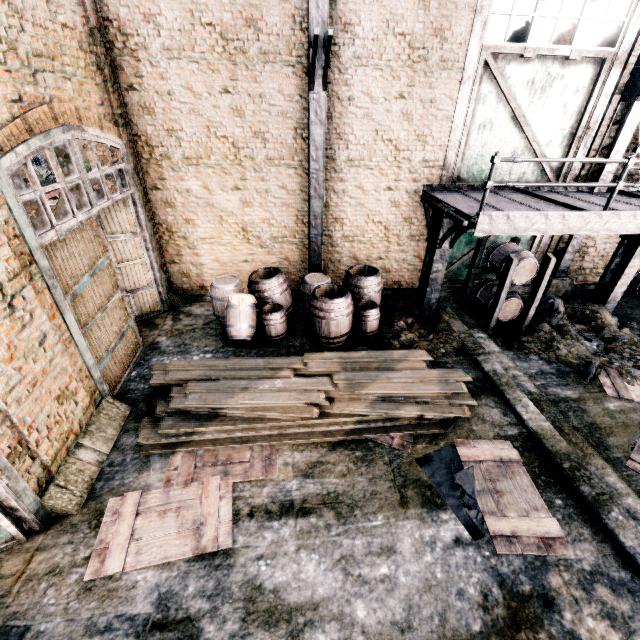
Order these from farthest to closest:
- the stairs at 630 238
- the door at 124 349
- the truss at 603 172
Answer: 1. the truss at 603 172
2. the stairs at 630 238
3. the door at 124 349

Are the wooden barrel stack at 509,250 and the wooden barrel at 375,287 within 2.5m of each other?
no

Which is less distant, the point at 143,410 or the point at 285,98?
the point at 143,410

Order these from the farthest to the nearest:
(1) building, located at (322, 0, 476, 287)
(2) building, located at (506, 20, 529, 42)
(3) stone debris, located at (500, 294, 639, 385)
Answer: (2) building, located at (506, 20, 529, 42) → (3) stone debris, located at (500, 294, 639, 385) → (1) building, located at (322, 0, 476, 287)

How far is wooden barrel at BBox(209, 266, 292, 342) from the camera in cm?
850

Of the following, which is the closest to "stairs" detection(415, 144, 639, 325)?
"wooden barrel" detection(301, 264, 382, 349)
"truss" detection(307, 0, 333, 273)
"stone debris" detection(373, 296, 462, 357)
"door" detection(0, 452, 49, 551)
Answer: "stone debris" detection(373, 296, 462, 357)

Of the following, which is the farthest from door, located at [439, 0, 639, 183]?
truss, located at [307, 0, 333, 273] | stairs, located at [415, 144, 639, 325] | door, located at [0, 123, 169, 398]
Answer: door, located at [0, 123, 169, 398]

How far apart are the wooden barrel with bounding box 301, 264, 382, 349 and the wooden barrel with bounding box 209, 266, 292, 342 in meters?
0.6
